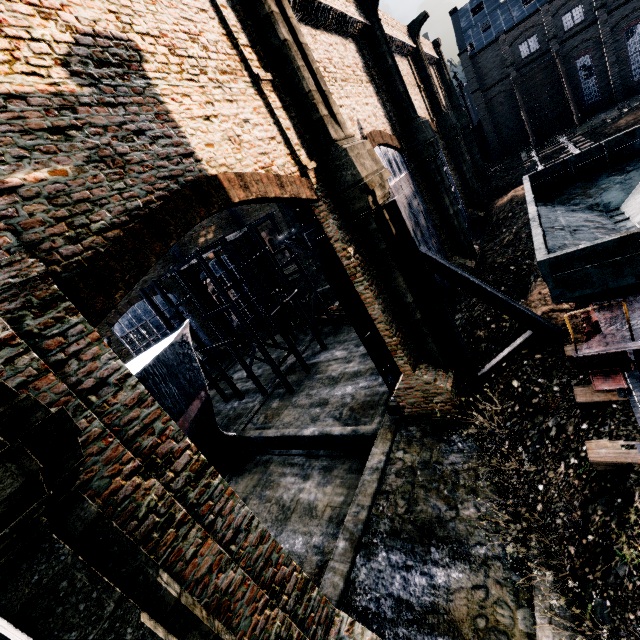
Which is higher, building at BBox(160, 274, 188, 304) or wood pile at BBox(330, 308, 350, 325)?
building at BBox(160, 274, 188, 304)

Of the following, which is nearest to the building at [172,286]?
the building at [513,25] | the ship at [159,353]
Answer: the ship at [159,353]

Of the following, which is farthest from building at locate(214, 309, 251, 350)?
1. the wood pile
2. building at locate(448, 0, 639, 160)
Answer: building at locate(448, 0, 639, 160)

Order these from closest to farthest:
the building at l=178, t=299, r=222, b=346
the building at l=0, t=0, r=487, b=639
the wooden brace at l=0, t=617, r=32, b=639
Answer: the wooden brace at l=0, t=617, r=32, b=639 → the building at l=0, t=0, r=487, b=639 → the building at l=178, t=299, r=222, b=346

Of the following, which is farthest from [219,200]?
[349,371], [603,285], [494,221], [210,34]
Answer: [494,221]

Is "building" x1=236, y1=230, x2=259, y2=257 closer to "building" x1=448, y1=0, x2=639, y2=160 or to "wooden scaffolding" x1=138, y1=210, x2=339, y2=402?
"wooden scaffolding" x1=138, y1=210, x2=339, y2=402

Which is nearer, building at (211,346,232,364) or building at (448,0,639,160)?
building at (448,0,639,160)

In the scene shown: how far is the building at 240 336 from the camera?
39.25m
